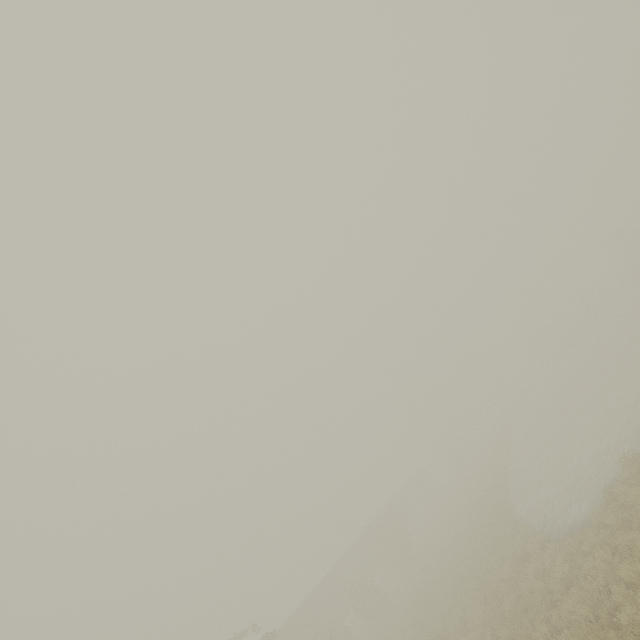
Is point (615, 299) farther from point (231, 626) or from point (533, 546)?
point (231, 626)

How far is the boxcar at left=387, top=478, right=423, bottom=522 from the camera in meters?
46.8

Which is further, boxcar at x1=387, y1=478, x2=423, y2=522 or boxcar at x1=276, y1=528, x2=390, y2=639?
boxcar at x1=387, y1=478, x2=423, y2=522

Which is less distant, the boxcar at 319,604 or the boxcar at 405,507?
the boxcar at 319,604

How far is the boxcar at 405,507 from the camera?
46.80m
